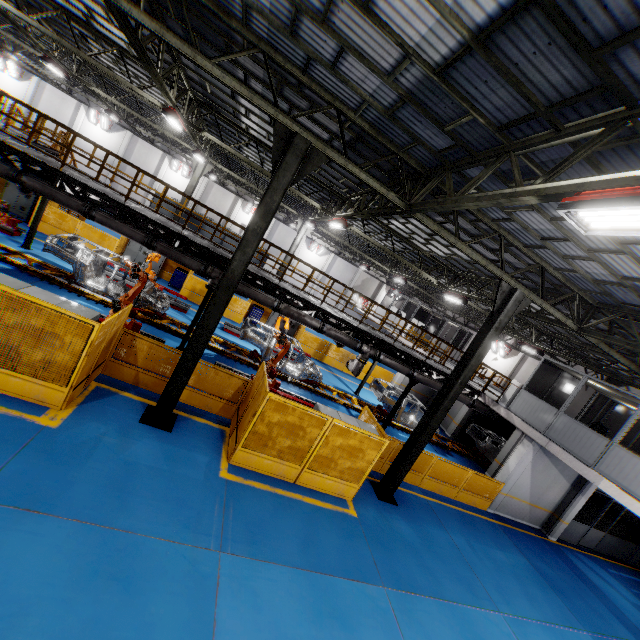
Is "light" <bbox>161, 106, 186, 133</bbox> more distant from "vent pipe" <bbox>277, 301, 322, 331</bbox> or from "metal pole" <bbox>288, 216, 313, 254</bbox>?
"metal pole" <bbox>288, 216, 313, 254</bbox>

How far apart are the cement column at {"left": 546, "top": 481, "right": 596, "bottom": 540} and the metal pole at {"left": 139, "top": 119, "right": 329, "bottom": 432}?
17.4m

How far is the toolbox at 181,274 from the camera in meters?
19.9 m

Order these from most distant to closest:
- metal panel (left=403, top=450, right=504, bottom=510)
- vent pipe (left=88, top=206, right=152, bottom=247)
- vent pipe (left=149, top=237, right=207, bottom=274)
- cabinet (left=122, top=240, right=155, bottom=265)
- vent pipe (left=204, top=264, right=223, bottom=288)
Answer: cabinet (left=122, top=240, right=155, bottom=265), metal panel (left=403, top=450, right=504, bottom=510), vent pipe (left=204, top=264, right=223, bottom=288), vent pipe (left=149, top=237, right=207, bottom=274), vent pipe (left=88, top=206, right=152, bottom=247)

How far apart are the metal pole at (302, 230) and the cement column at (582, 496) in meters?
19.9

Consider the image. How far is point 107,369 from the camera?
9.1 meters

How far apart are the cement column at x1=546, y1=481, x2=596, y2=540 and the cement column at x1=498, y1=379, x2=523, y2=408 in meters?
4.3 m

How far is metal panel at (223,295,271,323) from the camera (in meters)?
20.23
